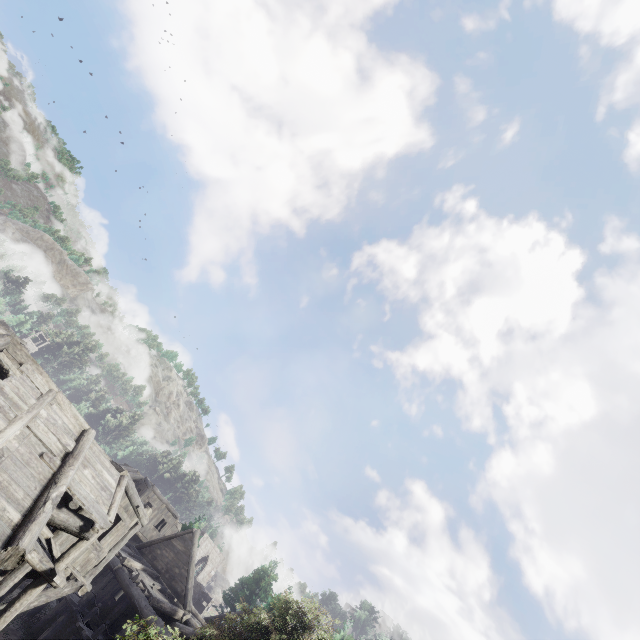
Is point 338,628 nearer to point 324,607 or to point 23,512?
point 324,607
